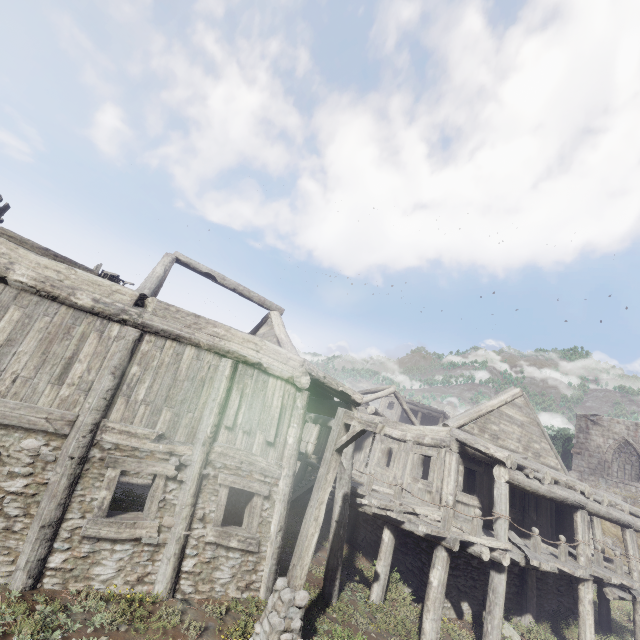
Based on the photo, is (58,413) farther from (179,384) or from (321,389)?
(321,389)

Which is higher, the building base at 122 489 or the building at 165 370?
the building at 165 370

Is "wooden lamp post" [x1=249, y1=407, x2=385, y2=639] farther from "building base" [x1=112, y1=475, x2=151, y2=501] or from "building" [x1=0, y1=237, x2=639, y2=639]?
"building base" [x1=112, y1=475, x2=151, y2=501]

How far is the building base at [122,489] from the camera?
12.19m

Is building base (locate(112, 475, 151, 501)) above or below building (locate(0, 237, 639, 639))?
below

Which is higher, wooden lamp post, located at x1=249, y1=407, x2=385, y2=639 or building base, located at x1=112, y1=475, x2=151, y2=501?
wooden lamp post, located at x1=249, y1=407, x2=385, y2=639

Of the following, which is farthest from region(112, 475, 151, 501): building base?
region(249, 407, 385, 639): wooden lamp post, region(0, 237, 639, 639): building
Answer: region(249, 407, 385, 639): wooden lamp post
